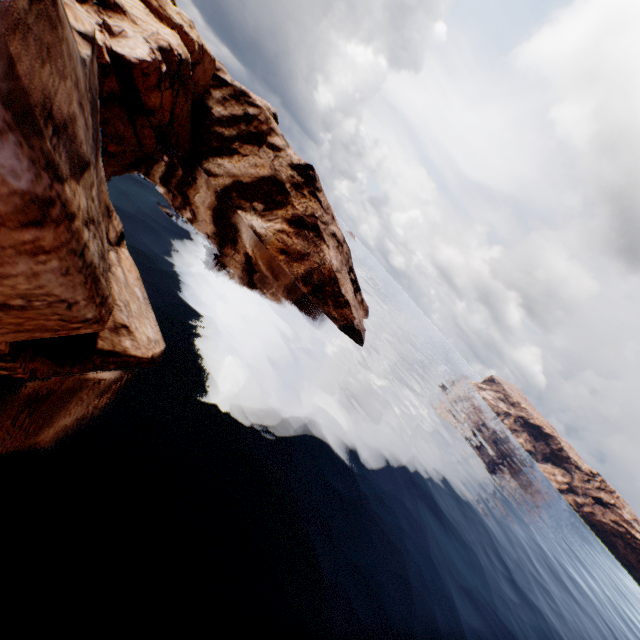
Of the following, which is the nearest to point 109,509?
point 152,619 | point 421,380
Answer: point 152,619
